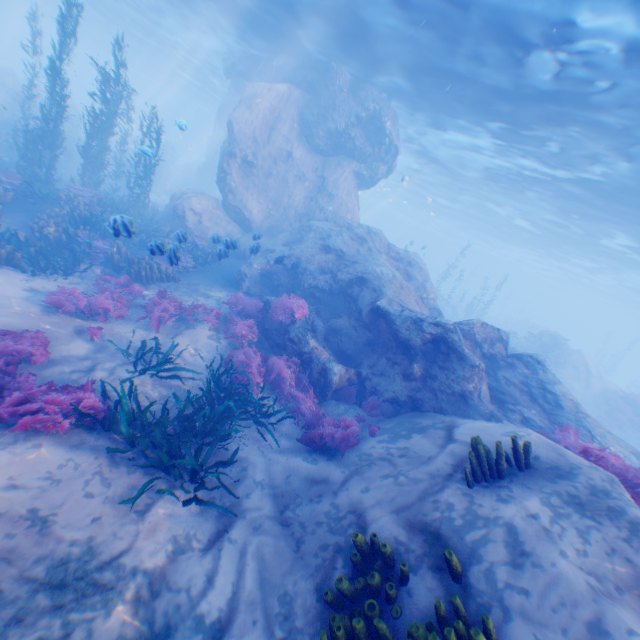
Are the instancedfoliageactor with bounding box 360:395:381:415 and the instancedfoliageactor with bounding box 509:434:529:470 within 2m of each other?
no

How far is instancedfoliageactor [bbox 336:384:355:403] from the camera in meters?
9.9

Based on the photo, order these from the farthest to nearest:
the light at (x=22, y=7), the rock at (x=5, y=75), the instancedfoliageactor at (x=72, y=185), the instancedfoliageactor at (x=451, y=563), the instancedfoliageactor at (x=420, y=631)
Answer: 1. the light at (x=22, y=7)
2. the rock at (x=5, y=75)
3. the instancedfoliageactor at (x=72, y=185)
4. the instancedfoliageactor at (x=451, y=563)
5. the instancedfoliageactor at (x=420, y=631)

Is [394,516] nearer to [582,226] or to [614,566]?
[614,566]

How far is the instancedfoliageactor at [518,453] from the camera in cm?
512

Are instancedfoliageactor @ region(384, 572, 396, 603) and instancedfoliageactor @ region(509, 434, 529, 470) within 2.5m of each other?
yes

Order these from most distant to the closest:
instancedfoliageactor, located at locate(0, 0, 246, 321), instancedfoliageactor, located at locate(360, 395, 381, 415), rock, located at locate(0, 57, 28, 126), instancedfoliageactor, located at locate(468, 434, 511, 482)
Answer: rock, located at locate(0, 57, 28, 126) → instancedfoliageactor, located at locate(0, 0, 246, 321) → instancedfoliageactor, located at locate(360, 395, 381, 415) → instancedfoliageactor, located at locate(468, 434, 511, 482)

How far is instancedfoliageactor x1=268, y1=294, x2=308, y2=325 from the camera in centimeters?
1041cm
